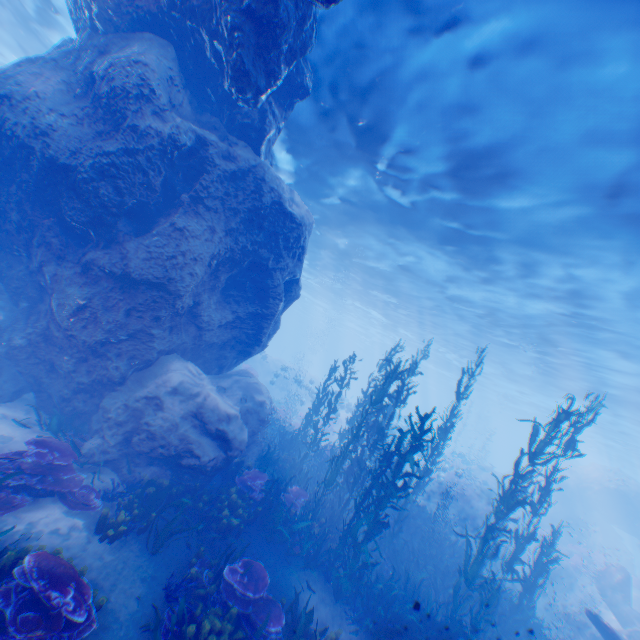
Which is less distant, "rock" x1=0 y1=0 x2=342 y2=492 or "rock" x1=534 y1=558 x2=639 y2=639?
"rock" x1=0 y1=0 x2=342 y2=492

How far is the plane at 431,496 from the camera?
22.09m

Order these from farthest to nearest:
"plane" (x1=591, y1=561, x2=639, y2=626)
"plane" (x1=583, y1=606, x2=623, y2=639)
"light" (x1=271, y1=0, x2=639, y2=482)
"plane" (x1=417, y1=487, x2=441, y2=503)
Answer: "plane" (x1=417, y1=487, x2=441, y2=503) < "plane" (x1=591, y1=561, x2=639, y2=626) < "plane" (x1=583, y1=606, x2=623, y2=639) < "light" (x1=271, y1=0, x2=639, y2=482)

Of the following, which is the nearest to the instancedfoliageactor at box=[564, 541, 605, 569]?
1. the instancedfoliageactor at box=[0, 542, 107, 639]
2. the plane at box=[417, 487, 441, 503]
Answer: the plane at box=[417, 487, 441, 503]

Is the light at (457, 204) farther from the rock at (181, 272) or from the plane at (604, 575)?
the plane at (604, 575)

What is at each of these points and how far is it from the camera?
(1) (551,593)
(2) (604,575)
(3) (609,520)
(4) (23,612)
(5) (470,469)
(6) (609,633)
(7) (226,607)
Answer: (1) rock, 20.5 meters
(2) plane, 16.4 meters
(3) rock, 27.6 meters
(4) instancedfoliageactor, 4.2 meters
(5) rock, 24.1 meters
(6) plane, 9.4 meters
(7) instancedfoliageactor, 6.5 meters

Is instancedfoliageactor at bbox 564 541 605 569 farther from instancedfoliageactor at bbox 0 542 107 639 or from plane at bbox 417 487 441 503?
instancedfoliageactor at bbox 0 542 107 639

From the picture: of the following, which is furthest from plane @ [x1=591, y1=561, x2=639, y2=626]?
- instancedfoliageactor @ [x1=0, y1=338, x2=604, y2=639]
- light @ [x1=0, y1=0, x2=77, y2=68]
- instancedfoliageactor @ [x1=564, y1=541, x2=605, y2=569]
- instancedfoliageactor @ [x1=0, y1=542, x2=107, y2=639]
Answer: instancedfoliageactor @ [x1=0, y1=542, x2=107, y2=639]
